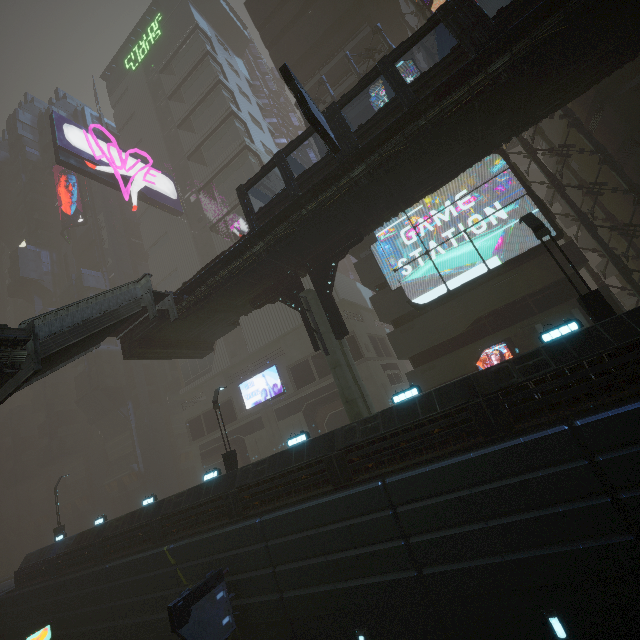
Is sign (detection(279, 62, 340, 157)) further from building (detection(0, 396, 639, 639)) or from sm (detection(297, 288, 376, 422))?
sm (detection(297, 288, 376, 422))

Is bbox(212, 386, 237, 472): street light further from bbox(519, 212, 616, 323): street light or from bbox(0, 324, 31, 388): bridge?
bbox(519, 212, 616, 323): street light

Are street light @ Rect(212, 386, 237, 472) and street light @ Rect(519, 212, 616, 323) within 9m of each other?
no

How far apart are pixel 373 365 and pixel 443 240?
12.3 meters

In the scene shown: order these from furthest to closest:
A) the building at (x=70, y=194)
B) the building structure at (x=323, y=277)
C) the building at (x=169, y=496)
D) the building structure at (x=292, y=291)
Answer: the building at (x=70, y=194) → the building structure at (x=292, y=291) → the building structure at (x=323, y=277) → the building at (x=169, y=496)

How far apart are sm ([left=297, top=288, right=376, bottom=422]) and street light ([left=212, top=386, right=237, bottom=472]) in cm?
742

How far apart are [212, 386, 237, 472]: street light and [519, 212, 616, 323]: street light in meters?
17.7 m

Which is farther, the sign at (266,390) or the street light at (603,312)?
the sign at (266,390)
